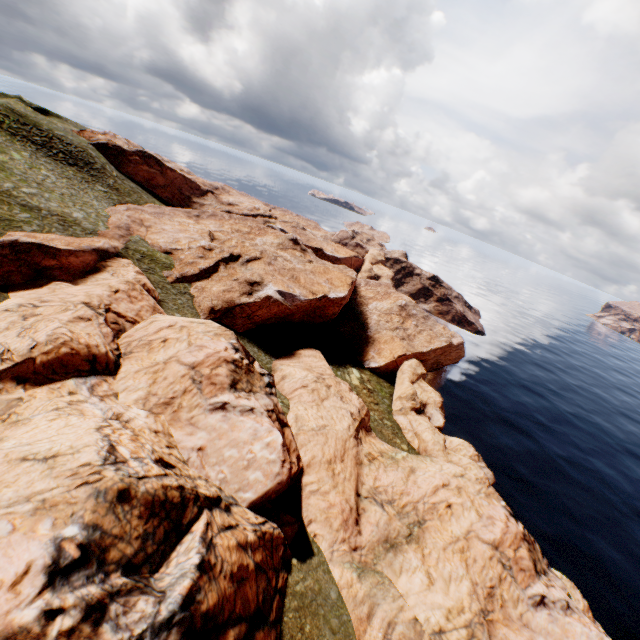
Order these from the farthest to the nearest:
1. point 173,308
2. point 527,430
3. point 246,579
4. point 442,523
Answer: point 527,430 < point 173,308 < point 442,523 < point 246,579
